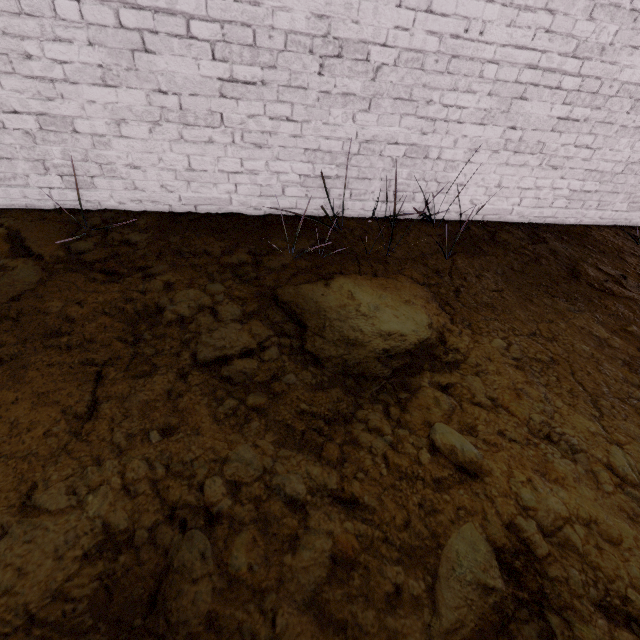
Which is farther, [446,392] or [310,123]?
[310,123]
